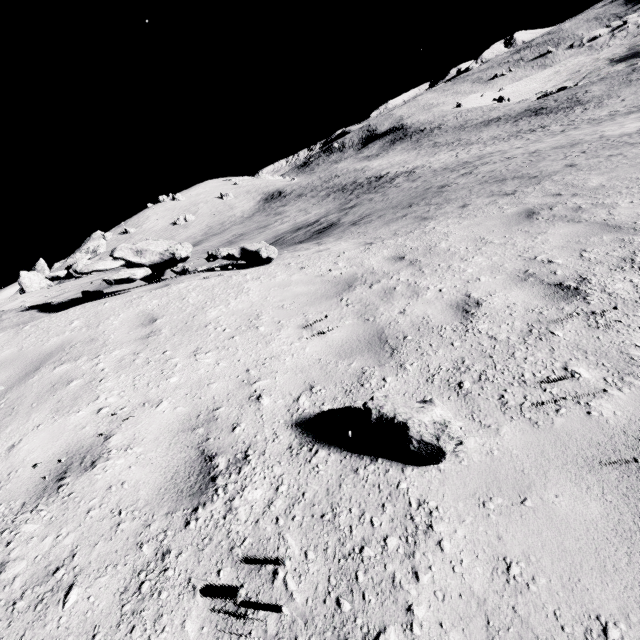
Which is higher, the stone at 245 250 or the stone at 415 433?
the stone at 245 250

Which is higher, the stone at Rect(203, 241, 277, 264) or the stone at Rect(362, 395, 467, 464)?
the stone at Rect(203, 241, 277, 264)

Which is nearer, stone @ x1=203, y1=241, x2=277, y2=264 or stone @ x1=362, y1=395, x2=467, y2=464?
stone @ x1=362, y1=395, x2=467, y2=464

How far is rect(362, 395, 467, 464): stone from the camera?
2.2m

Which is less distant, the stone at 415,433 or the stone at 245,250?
the stone at 415,433

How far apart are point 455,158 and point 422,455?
48.6 meters

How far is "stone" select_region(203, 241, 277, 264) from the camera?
6.1 meters
